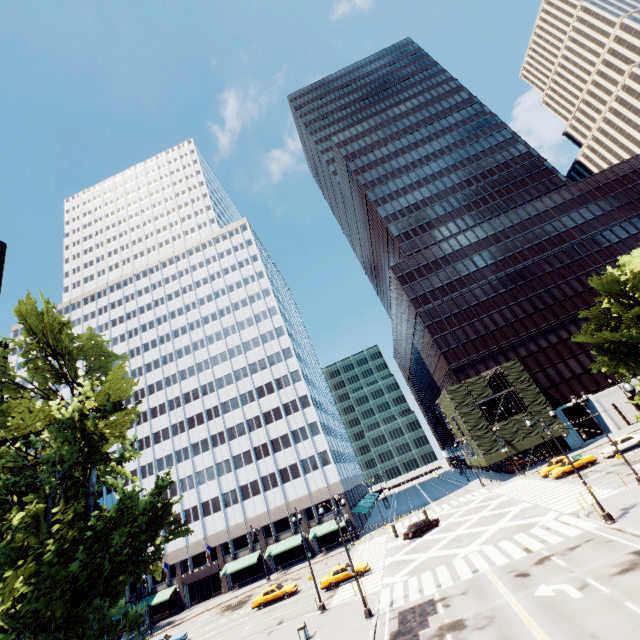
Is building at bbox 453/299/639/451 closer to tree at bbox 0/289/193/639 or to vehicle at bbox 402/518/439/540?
vehicle at bbox 402/518/439/540

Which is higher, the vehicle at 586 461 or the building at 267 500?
the building at 267 500

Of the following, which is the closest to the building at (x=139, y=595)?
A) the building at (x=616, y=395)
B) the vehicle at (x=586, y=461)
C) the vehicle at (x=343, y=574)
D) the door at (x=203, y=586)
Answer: the door at (x=203, y=586)

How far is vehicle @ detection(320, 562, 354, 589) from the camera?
31.6m

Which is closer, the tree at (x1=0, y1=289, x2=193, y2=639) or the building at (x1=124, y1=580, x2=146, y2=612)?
the tree at (x1=0, y1=289, x2=193, y2=639)

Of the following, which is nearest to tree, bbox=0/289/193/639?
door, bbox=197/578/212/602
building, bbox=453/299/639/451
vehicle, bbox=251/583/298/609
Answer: door, bbox=197/578/212/602

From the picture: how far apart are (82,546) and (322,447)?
51.7 meters

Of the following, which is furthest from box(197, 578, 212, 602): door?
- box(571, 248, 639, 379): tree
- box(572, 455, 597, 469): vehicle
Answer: box(572, 455, 597, 469): vehicle
